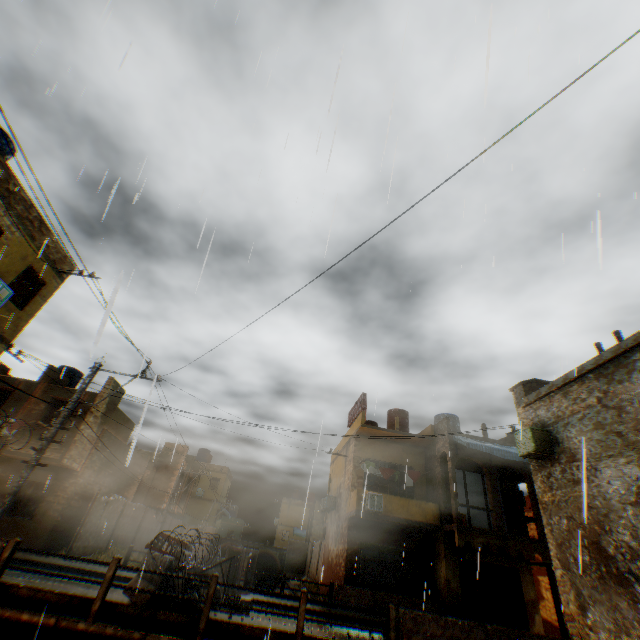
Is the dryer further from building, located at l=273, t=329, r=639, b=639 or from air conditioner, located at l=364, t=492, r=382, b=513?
air conditioner, located at l=364, t=492, r=382, b=513

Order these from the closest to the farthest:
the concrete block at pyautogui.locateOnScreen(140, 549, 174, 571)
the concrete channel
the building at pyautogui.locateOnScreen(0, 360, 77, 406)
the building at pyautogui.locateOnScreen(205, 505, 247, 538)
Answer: the concrete channel → the concrete block at pyautogui.locateOnScreen(140, 549, 174, 571) → the building at pyautogui.locateOnScreen(0, 360, 77, 406) → the building at pyautogui.locateOnScreen(205, 505, 247, 538)

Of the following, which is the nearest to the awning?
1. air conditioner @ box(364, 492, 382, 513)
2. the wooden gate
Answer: the wooden gate

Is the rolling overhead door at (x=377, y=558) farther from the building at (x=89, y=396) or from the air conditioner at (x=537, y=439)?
the air conditioner at (x=537, y=439)

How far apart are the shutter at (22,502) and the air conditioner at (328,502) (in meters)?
15.79

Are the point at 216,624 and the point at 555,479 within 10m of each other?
no

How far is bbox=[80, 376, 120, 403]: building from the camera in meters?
18.5 m

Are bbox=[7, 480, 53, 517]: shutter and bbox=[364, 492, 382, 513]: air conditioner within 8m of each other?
no
